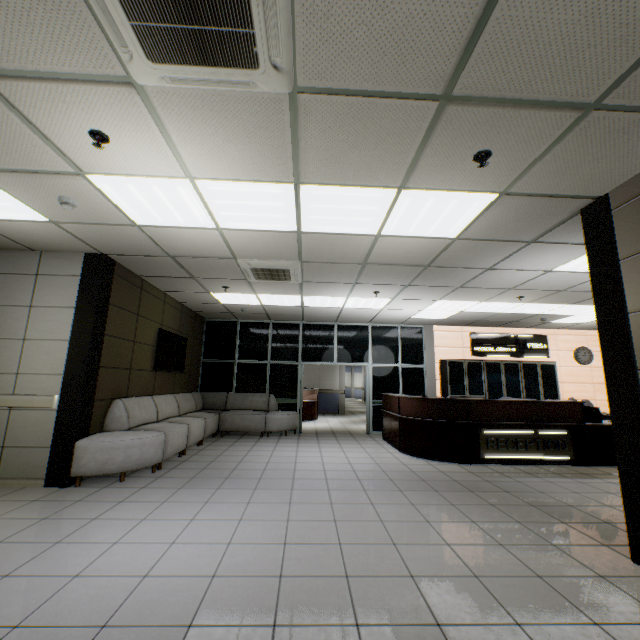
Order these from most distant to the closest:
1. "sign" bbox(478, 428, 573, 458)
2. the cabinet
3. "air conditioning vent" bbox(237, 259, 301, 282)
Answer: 1. the cabinet
2. "sign" bbox(478, 428, 573, 458)
3. "air conditioning vent" bbox(237, 259, 301, 282)

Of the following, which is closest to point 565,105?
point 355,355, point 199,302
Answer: point 199,302

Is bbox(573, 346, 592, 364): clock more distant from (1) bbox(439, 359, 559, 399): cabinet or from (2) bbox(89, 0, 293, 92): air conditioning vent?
(2) bbox(89, 0, 293, 92): air conditioning vent

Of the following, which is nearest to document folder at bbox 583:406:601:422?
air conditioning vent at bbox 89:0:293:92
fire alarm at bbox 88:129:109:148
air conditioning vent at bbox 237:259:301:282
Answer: air conditioning vent at bbox 237:259:301:282

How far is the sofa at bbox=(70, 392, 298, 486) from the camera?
4.4m

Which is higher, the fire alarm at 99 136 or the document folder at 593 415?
the fire alarm at 99 136

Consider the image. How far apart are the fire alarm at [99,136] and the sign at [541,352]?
10.0m

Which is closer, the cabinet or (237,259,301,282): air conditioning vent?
(237,259,301,282): air conditioning vent
